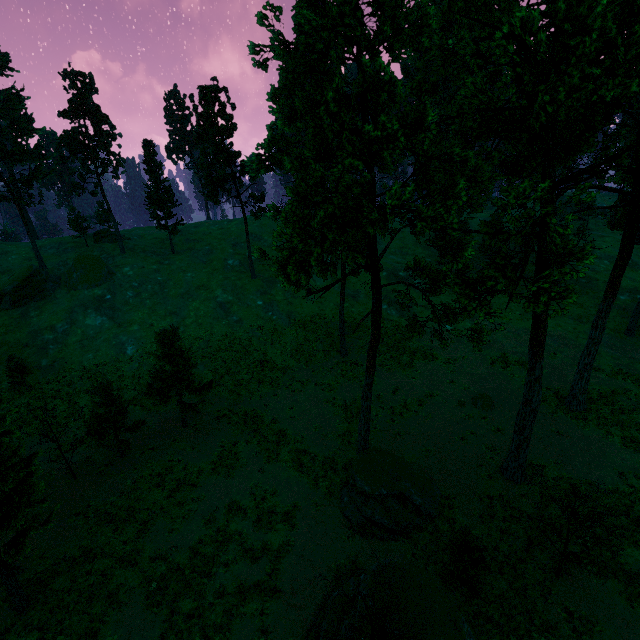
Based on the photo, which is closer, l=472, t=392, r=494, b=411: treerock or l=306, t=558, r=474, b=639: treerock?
l=306, t=558, r=474, b=639: treerock

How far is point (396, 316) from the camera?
41.5 meters

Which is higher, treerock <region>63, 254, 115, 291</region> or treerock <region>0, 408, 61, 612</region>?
treerock <region>63, 254, 115, 291</region>

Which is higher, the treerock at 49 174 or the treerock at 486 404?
the treerock at 49 174

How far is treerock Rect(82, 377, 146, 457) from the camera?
21.1m

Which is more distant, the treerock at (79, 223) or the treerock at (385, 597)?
the treerock at (79, 223)
